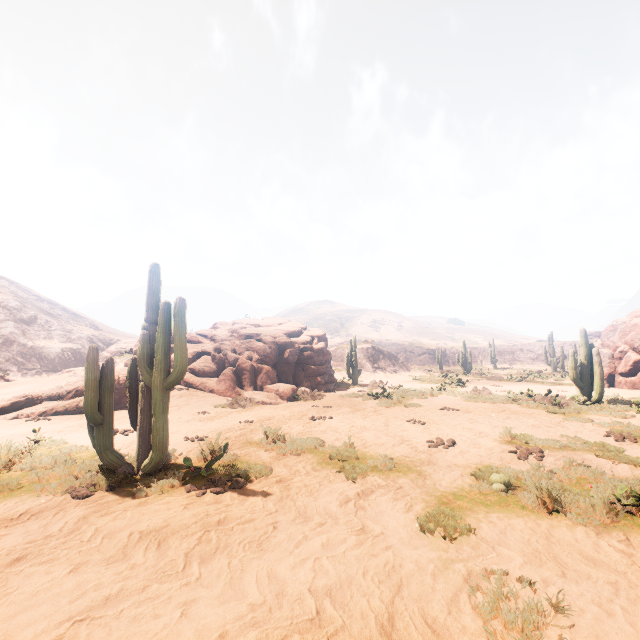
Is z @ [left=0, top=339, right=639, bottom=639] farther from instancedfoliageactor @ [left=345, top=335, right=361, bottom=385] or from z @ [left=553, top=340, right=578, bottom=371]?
z @ [left=553, top=340, right=578, bottom=371]

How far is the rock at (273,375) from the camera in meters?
15.6 m

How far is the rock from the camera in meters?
15.6 m

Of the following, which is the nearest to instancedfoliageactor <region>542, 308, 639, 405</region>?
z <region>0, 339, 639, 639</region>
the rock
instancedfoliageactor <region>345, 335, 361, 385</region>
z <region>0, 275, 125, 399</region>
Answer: the rock

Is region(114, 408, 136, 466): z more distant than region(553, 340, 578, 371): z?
No

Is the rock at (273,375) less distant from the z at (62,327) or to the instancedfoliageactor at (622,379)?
the instancedfoliageactor at (622,379)

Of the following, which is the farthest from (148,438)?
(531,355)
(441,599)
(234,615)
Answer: (531,355)

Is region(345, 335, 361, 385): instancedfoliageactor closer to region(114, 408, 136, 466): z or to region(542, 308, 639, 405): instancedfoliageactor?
region(114, 408, 136, 466): z
